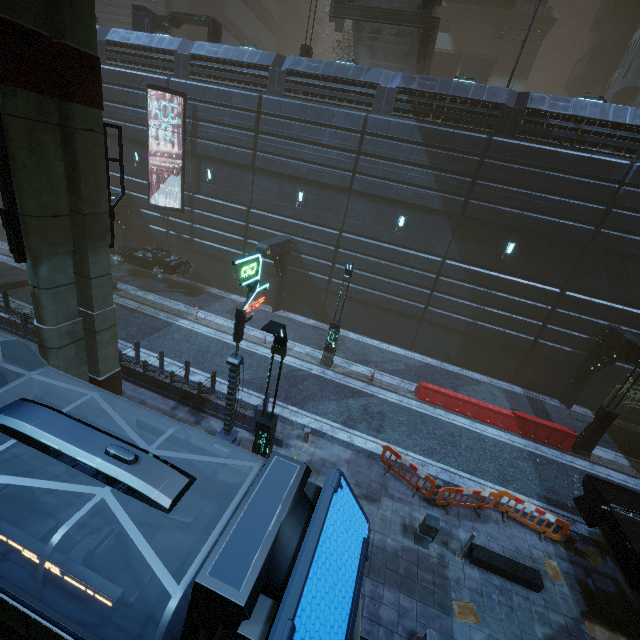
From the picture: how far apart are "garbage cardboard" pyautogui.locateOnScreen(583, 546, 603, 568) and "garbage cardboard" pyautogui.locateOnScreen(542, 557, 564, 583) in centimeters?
117cm

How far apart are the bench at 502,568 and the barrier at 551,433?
6.62m

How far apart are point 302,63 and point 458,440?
20.14m

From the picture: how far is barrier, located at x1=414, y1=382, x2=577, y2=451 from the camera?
14.1 meters

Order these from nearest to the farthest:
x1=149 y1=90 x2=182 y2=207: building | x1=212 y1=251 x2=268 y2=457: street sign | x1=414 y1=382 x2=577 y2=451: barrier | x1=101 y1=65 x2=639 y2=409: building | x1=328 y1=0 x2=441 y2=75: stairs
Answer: x1=212 y1=251 x2=268 y2=457: street sign → x1=414 y1=382 x2=577 y2=451: barrier → x1=101 y1=65 x2=639 y2=409: building → x1=328 y1=0 x2=441 y2=75: stairs → x1=149 y1=90 x2=182 y2=207: building

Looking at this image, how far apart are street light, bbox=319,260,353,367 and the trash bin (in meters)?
8.30

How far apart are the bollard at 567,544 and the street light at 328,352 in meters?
10.4 m

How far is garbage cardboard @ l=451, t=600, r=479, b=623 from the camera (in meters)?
7.66
